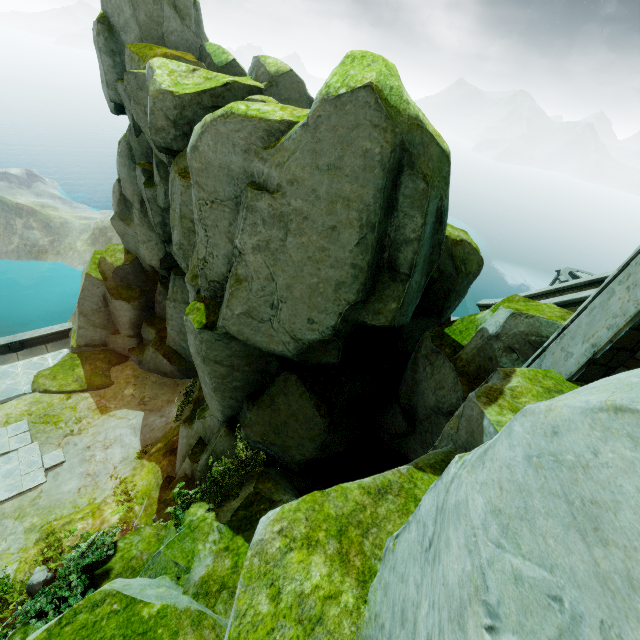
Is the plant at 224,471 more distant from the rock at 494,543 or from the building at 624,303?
the building at 624,303

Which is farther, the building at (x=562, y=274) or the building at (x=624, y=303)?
the building at (x=562, y=274)

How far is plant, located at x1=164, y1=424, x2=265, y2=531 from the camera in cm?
725

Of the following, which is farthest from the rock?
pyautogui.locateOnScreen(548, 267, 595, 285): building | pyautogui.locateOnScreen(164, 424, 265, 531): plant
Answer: pyautogui.locateOnScreen(548, 267, 595, 285): building

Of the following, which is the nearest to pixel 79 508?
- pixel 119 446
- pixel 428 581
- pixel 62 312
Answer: pixel 119 446

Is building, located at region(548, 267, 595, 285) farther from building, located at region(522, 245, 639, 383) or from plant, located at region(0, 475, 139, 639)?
plant, located at region(0, 475, 139, 639)

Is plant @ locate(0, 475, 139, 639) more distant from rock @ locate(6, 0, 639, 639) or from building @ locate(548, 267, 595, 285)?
building @ locate(548, 267, 595, 285)

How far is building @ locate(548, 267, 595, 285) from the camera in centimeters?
3700cm
